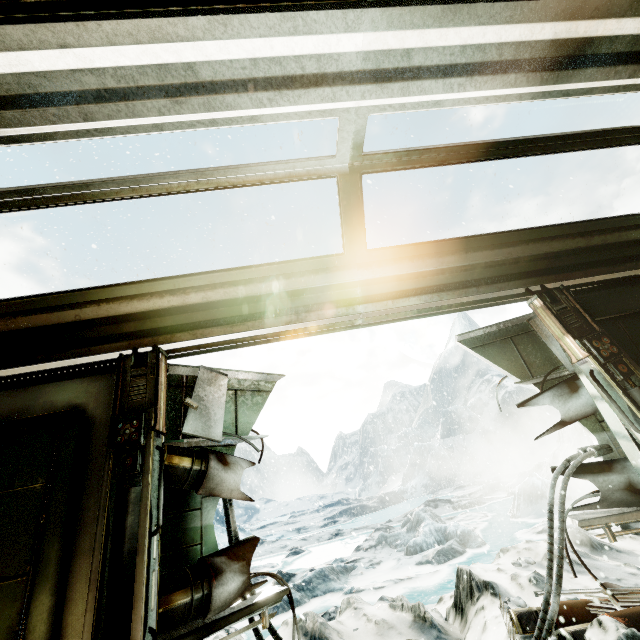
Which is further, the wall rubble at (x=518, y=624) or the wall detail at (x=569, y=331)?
the wall rubble at (x=518, y=624)

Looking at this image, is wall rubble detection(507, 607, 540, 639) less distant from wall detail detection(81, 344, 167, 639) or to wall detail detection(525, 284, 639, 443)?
wall detail detection(525, 284, 639, 443)

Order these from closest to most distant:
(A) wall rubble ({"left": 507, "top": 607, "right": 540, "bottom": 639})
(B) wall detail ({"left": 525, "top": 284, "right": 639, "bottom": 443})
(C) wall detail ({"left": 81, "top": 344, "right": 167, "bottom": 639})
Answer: (C) wall detail ({"left": 81, "top": 344, "right": 167, "bottom": 639}) → (B) wall detail ({"left": 525, "top": 284, "right": 639, "bottom": 443}) → (A) wall rubble ({"left": 507, "top": 607, "right": 540, "bottom": 639})

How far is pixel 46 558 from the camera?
2.0m

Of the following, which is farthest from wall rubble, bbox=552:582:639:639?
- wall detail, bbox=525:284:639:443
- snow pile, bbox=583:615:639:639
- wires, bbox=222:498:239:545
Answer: wires, bbox=222:498:239:545

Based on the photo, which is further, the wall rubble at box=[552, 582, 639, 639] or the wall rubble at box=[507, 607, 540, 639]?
the wall rubble at box=[507, 607, 540, 639]

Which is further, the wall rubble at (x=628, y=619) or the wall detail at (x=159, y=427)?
the wall rubble at (x=628, y=619)

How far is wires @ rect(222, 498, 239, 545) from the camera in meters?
2.6
